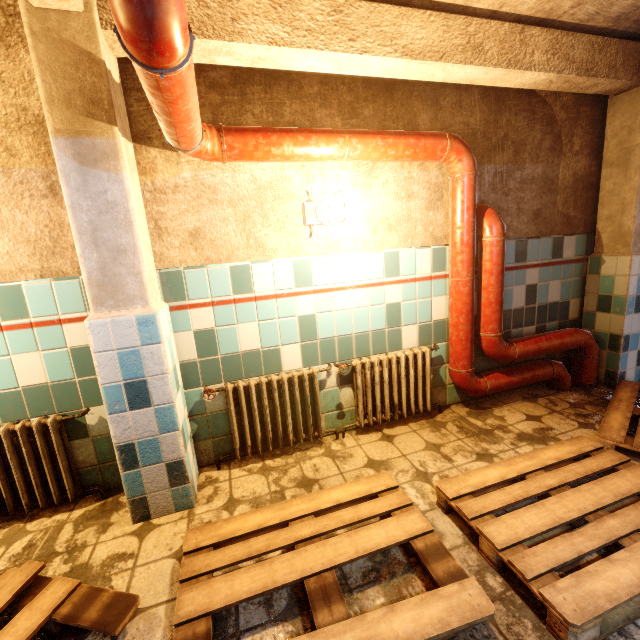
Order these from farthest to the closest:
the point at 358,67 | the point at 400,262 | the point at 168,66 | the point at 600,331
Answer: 1. the point at 600,331
2. the point at 400,262
3. the point at 358,67
4. the point at 168,66

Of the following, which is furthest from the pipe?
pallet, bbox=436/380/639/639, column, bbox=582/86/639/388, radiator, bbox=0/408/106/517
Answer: radiator, bbox=0/408/106/517

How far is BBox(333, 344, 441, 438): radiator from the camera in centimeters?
259cm

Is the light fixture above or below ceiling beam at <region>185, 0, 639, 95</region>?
below

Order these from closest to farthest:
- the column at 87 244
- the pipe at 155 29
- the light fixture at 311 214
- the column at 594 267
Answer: the pipe at 155 29, the column at 87 244, the light fixture at 311 214, the column at 594 267

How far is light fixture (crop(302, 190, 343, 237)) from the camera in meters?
2.2

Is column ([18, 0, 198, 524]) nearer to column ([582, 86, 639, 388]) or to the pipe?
the pipe

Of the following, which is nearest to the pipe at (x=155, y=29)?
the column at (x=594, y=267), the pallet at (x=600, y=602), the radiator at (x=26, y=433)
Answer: the column at (x=594, y=267)
